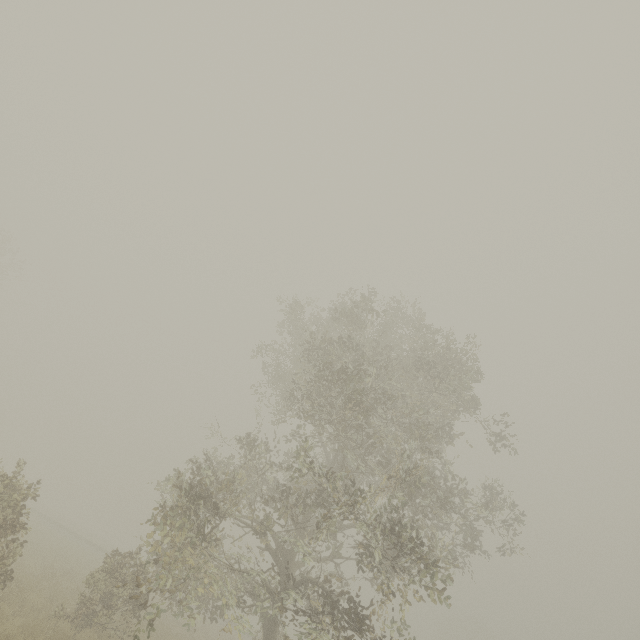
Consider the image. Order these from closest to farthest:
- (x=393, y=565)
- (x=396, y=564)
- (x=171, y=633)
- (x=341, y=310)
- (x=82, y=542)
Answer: (x=393, y=565)
(x=396, y=564)
(x=341, y=310)
(x=171, y=633)
(x=82, y=542)
